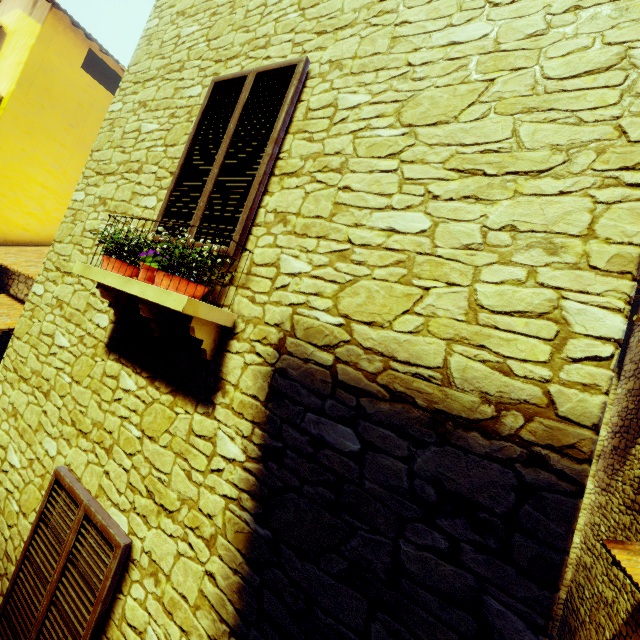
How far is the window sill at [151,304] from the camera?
2.0m

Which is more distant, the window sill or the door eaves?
the door eaves

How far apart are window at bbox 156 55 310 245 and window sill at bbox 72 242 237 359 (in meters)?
0.26

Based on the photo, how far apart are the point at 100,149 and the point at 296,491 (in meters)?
4.65

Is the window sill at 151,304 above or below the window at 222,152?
below

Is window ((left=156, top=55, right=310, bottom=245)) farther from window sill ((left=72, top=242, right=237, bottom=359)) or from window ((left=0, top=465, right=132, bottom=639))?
window ((left=0, top=465, right=132, bottom=639))

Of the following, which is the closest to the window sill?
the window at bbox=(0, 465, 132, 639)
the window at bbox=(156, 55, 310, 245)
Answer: the window at bbox=(156, 55, 310, 245)

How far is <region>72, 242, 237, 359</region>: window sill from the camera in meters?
2.0 m
